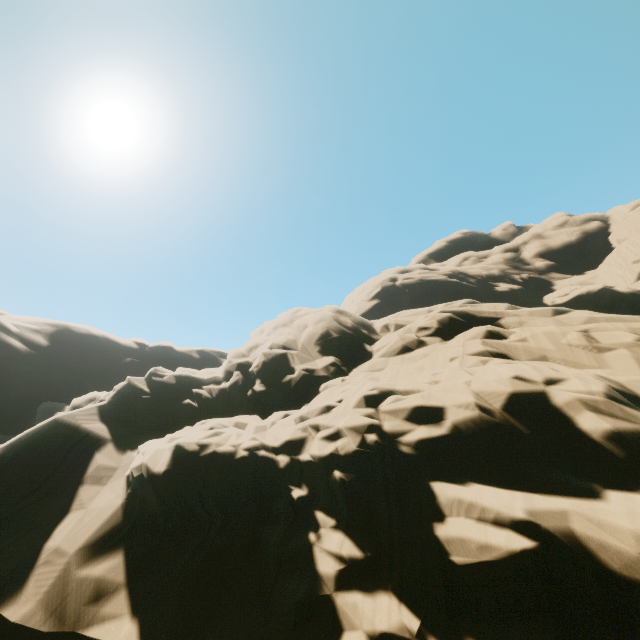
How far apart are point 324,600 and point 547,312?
14.69m
